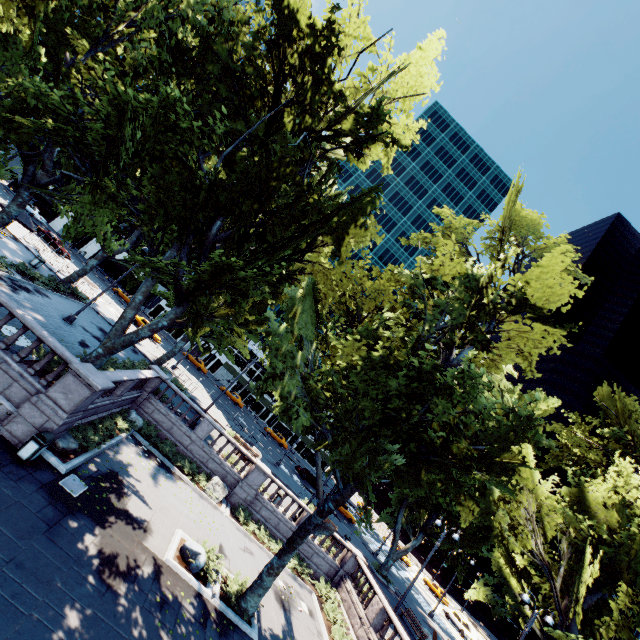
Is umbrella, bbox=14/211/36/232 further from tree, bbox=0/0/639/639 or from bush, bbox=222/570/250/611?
bush, bbox=222/570/250/611

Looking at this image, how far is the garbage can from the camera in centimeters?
1097cm

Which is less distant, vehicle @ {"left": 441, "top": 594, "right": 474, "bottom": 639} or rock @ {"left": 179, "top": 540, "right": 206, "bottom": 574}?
rock @ {"left": 179, "top": 540, "right": 206, "bottom": 574}

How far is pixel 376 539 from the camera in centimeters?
5275cm

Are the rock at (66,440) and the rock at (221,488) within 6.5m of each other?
no

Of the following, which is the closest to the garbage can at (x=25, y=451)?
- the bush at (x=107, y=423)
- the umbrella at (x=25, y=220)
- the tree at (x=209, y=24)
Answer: the bush at (x=107, y=423)

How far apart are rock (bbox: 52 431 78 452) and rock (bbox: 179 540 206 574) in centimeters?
607cm

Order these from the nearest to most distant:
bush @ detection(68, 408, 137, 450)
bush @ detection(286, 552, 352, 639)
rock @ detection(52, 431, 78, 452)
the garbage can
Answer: the garbage can → rock @ detection(52, 431, 78, 452) → bush @ detection(68, 408, 137, 450) → bush @ detection(286, 552, 352, 639)
